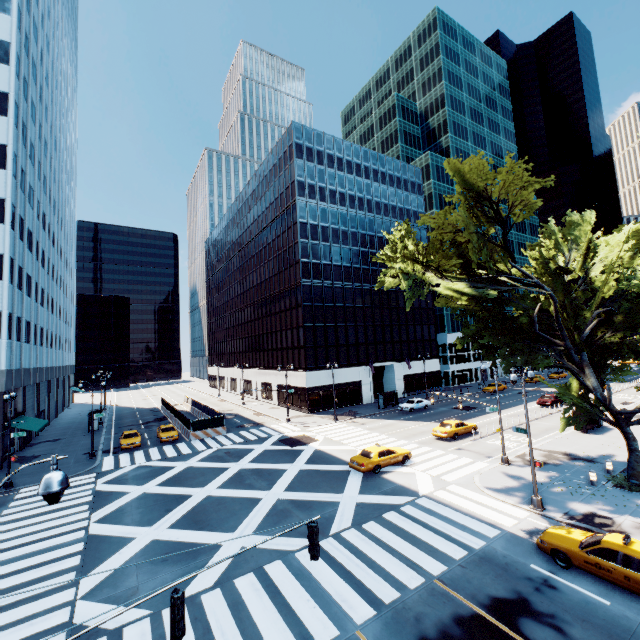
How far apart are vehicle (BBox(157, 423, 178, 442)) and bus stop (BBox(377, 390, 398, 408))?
26.7 meters

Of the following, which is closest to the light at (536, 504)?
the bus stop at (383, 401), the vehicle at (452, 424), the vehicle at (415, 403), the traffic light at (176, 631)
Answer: the vehicle at (452, 424)

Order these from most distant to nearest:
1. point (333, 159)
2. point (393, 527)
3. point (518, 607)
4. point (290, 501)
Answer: point (333, 159)
point (290, 501)
point (393, 527)
point (518, 607)

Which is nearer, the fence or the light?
the light

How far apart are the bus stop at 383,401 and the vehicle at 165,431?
26.7m

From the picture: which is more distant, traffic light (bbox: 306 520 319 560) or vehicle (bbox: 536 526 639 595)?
vehicle (bbox: 536 526 639 595)

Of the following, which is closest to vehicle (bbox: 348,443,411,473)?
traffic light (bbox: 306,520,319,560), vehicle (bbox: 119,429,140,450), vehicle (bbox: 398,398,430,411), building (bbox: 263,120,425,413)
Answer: traffic light (bbox: 306,520,319,560)

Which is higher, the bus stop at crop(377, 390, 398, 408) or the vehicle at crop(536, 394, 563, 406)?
the bus stop at crop(377, 390, 398, 408)
